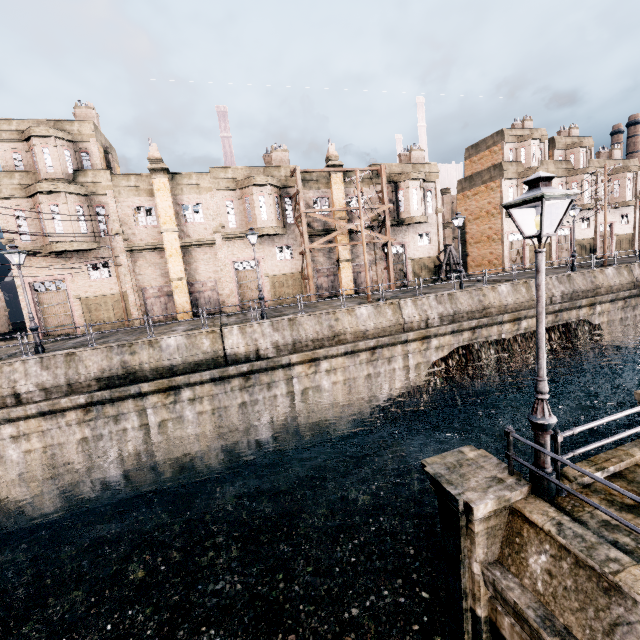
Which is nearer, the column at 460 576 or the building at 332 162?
the column at 460 576

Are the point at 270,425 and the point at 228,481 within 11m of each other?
yes

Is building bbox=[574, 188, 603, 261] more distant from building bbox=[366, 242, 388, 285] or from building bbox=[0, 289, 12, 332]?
building bbox=[0, 289, 12, 332]

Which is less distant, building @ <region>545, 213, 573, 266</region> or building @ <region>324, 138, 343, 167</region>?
building @ <region>324, 138, 343, 167</region>

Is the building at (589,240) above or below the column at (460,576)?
above

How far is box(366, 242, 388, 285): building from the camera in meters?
32.9 m
